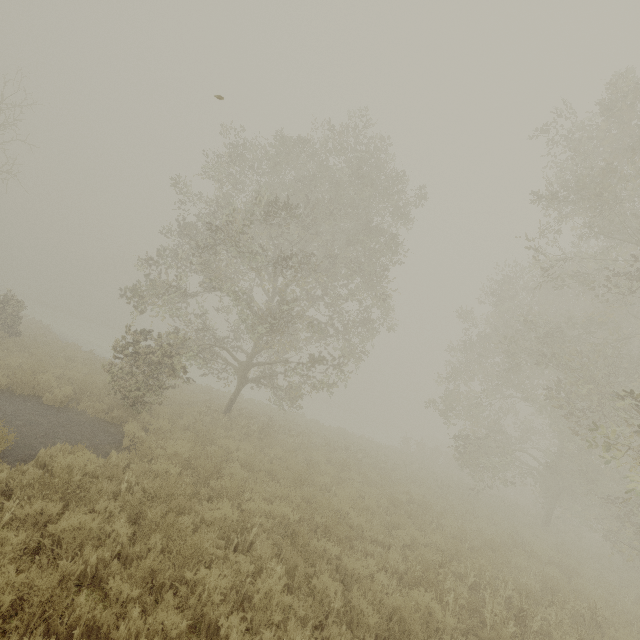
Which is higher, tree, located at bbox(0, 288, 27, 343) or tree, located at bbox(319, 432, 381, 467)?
tree, located at bbox(0, 288, 27, 343)

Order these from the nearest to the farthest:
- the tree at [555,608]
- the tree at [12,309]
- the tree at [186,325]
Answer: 1. the tree at [555,608]
2. the tree at [186,325]
3. the tree at [12,309]

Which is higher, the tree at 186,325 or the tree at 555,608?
the tree at 186,325

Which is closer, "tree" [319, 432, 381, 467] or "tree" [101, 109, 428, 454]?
"tree" [101, 109, 428, 454]

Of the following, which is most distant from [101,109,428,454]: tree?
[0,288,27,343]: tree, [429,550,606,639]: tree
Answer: [0,288,27,343]: tree

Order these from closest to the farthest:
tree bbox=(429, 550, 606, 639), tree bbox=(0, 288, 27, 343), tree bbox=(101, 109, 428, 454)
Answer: tree bbox=(429, 550, 606, 639)
tree bbox=(101, 109, 428, 454)
tree bbox=(0, 288, 27, 343)

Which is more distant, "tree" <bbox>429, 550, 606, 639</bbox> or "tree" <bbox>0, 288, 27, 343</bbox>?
"tree" <bbox>0, 288, 27, 343</bbox>

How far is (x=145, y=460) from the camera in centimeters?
612cm
